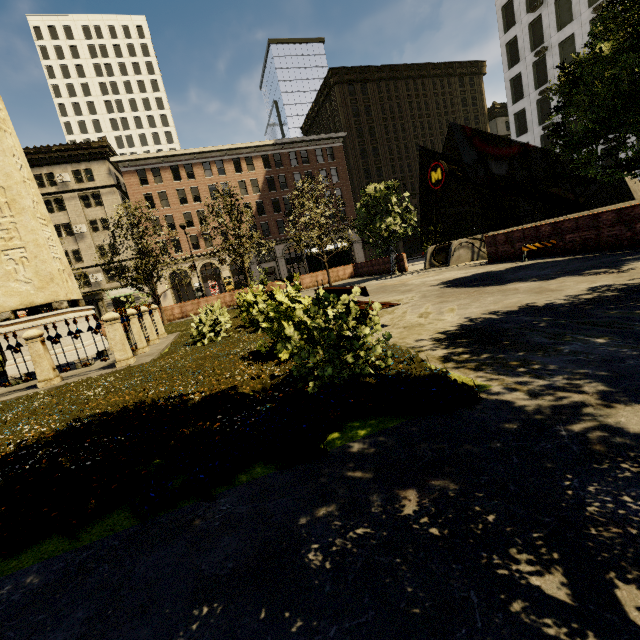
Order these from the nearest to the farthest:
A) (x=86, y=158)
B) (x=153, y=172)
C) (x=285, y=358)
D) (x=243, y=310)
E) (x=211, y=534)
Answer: (x=211, y=534)
(x=285, y=358)
(x=243, y=310)
(x=86, y=158)
(x=153, y=172)

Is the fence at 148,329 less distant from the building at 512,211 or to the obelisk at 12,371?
the obelisk at 12,371

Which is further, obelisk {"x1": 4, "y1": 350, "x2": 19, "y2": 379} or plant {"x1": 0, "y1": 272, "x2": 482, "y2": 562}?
obelisk {"x1": 4, "y1": 350, "x2": 19, "y2": 379}

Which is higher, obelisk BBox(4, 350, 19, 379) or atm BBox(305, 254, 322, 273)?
atm BBox(305, 254, 322, 273)

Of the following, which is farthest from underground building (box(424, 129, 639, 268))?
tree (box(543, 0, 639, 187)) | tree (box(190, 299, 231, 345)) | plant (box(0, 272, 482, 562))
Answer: tree (box(190, 299, 231, 345))

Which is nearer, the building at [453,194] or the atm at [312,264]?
the atm at [312,264]

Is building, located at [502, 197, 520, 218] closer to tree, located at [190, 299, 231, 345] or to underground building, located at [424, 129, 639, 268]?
underground building, located at [424, 129, 639, 268]

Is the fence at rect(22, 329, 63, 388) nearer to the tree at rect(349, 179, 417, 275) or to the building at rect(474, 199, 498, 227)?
the tree at rect(349, 179, 417, 275)
